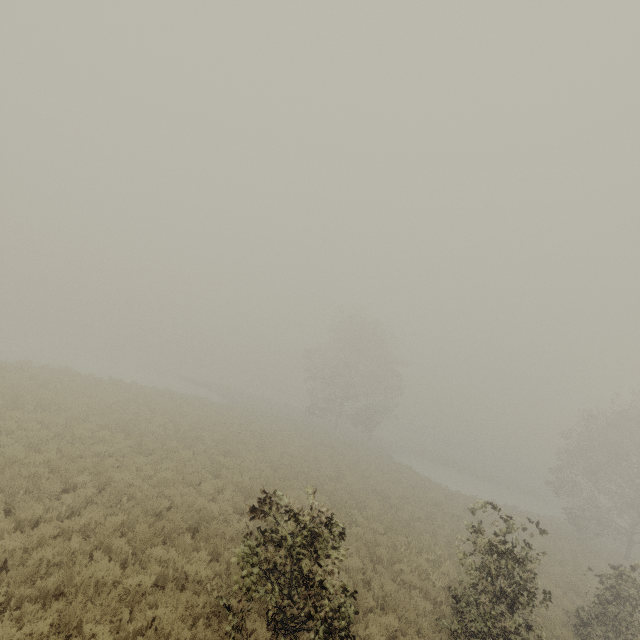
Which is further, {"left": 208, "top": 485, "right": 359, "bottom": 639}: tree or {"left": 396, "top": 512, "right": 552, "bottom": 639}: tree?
{"left": 396, "top": 512, "right": 552, "bottom": 639}: tree

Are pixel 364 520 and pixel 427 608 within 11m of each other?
yes

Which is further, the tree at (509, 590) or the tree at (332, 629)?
the tree at (509, 590)
